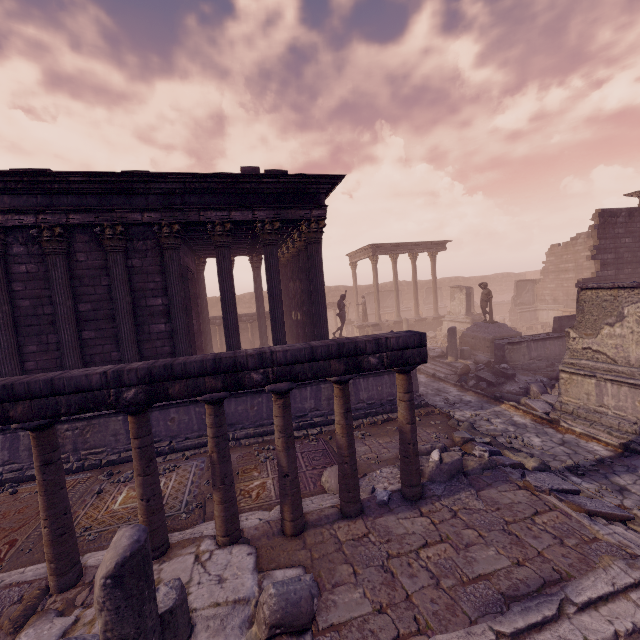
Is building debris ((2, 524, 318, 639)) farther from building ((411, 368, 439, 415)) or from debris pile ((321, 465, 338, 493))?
building ((411, 368, 439, 415))

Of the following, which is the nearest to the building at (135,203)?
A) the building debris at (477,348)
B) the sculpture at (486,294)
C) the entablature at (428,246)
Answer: the building debris at (477,348)

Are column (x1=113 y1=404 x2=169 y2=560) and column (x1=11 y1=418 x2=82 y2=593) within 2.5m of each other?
yes

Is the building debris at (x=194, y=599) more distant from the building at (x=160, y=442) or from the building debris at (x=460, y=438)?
the building debris at (x=460, y=438)

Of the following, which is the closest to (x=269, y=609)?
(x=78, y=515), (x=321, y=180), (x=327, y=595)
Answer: (x=327, y=595)

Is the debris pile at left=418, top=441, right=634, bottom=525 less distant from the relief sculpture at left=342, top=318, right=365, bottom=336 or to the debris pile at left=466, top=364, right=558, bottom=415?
the relief sculpture at left=342, top=318, right=365, bottom=336

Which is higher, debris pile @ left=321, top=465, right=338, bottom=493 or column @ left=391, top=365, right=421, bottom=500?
column @ left=391, top=365, right=421, bottom=500

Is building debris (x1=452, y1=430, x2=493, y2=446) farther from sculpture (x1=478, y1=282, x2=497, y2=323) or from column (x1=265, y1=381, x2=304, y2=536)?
sculpture (x1=478, y1=282, x2=497, y2=323)
